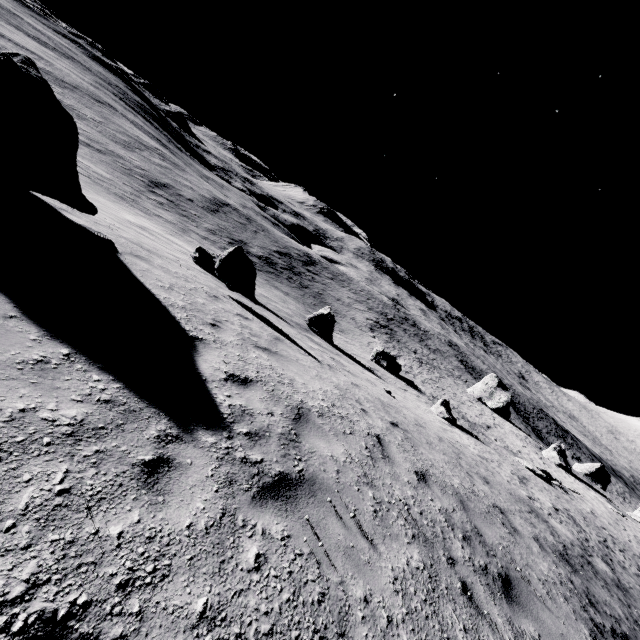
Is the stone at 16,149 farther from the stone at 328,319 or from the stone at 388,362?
the stone at 388,362

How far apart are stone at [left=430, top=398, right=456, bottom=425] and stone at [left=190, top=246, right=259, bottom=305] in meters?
15.0 m

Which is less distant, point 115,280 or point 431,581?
point 431,581

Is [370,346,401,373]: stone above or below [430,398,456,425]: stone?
below

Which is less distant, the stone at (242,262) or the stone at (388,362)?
the stone at (242,262)

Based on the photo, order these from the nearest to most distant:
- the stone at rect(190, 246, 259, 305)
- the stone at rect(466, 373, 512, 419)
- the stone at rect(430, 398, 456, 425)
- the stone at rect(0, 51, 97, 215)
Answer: the stone at rect(0, 51, 97, 215) < the stone at rect(190, 246, 259, 305) < the stone at rect(430, 398, 456, 425) < the stone at rect(466, 373, 512, 419)

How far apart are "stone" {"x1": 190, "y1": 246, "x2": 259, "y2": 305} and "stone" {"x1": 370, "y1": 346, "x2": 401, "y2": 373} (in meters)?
17.26

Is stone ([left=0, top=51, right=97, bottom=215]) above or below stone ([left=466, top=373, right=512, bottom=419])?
above
